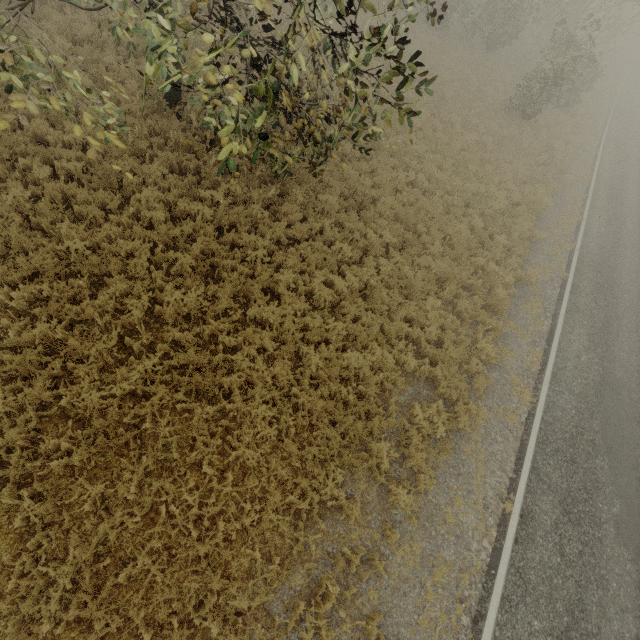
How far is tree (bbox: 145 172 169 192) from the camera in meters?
8.4

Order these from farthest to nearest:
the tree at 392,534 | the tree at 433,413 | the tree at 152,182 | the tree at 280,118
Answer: the tree at 152,182
the tree at 433,413
the tree at 392,534
the tree at 280,118

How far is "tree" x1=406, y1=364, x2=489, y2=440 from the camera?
7.62m

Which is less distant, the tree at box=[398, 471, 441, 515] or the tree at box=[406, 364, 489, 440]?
the tree at box=[398, 471, 441, 515]

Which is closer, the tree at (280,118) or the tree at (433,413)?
the tree at (280,118)

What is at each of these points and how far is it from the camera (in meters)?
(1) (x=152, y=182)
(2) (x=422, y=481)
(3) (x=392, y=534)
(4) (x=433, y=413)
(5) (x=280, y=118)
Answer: (1) tree, 8.55
(2) tree, 7.03
(3) tree, 6.36
(4) tree, 7.76
(5) tree, 7.02
